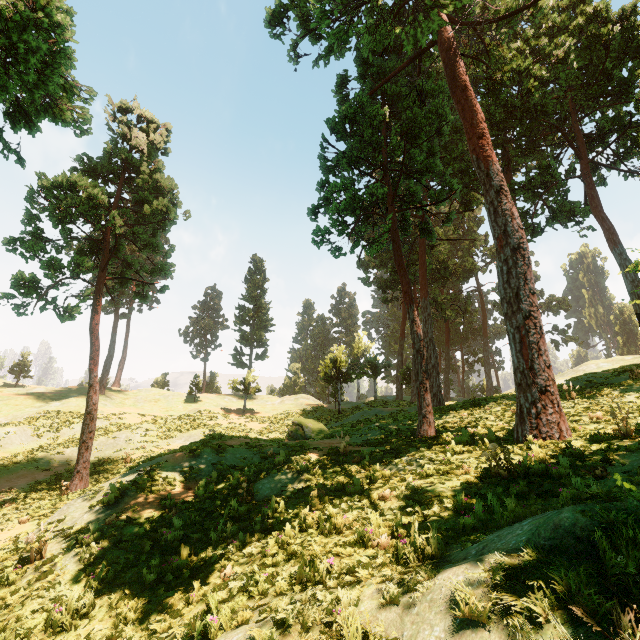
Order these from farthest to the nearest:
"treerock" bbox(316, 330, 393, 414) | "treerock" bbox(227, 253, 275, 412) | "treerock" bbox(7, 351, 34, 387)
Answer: "treerock" bbox(7, 351, 34, 387) → "treerock" bbox(227, 253, 275, 412) → "treerock" bbox(316, 330, 393, 414)

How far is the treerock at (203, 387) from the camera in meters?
41.3 m

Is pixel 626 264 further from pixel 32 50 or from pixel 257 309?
pixel 257 309

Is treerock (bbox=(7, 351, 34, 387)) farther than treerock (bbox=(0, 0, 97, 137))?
Yes

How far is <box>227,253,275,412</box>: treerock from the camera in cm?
4056
